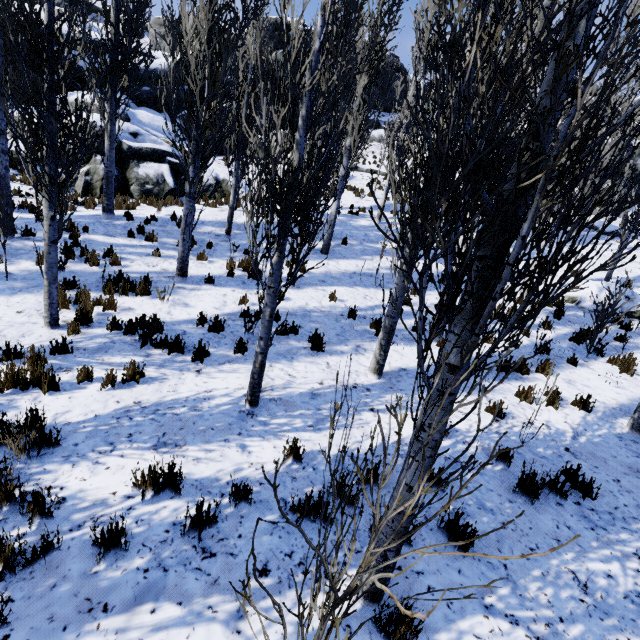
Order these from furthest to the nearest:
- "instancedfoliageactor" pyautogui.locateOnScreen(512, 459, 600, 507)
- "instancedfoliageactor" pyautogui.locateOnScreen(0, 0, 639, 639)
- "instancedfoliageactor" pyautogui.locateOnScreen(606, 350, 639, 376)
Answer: "instancedfoliageactor" pyautogui.locateOnScreen(606, 350, 639, 376), "instancedfoliageactor" pyautogui.locateOnScreen(512, 459, 600, 507), "instancedfoliageactor" pyautogui.locateOnScreen(0, 0, 639, 639)

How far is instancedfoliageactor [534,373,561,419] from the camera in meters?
5.7

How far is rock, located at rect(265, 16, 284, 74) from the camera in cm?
2317

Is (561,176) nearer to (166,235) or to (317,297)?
(317,297)

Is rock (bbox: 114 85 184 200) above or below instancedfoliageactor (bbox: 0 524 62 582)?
above

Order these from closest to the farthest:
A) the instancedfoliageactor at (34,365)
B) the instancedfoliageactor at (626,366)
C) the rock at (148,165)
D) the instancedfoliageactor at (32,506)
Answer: the instancedfoliageactor at (32,506), the instancedfoliageactor at (34,365), the instancedfoliageactor at (626,366), the rock at (148,165)

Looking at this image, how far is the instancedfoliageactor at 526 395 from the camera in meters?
5.9 m
